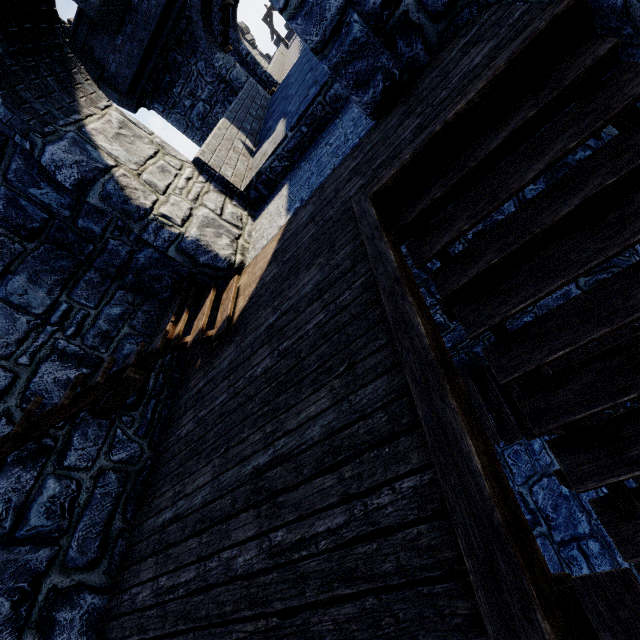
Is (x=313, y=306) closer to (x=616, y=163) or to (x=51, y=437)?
Answer: (x=616, y=163)
